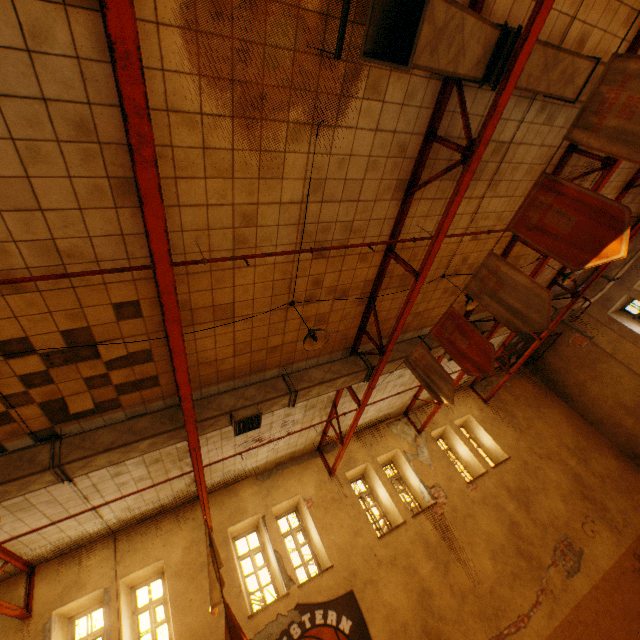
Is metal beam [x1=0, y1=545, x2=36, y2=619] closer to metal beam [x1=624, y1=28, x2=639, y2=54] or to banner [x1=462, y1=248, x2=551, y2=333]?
banner [x1=462, y1=248, x2=551, y2=333]

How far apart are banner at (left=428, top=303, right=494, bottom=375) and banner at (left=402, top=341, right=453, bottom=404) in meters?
0.3 m

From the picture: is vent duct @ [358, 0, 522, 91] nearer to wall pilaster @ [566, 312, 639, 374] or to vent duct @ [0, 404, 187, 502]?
vent duct @ [0, 404, 187, 502]

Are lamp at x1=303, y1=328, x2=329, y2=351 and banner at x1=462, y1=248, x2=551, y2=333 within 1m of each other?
no

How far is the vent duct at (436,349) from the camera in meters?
8.5

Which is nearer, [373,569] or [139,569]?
[139,569]

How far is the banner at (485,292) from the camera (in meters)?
3.93

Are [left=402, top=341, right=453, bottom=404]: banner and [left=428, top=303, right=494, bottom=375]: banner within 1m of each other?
yes
